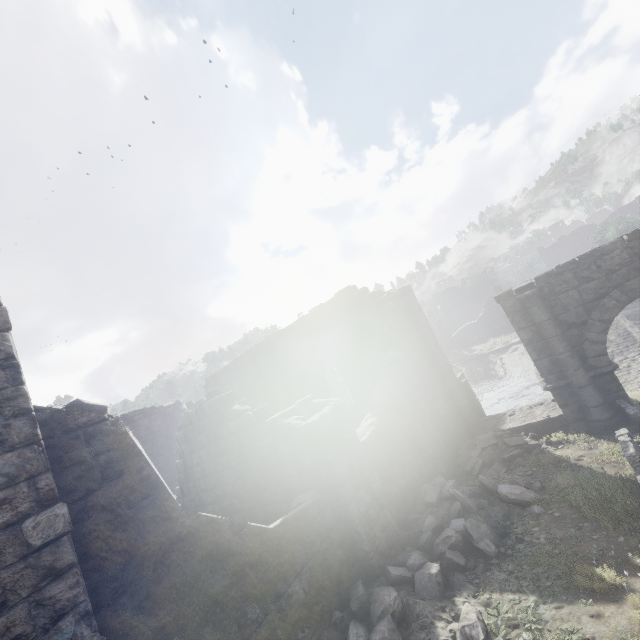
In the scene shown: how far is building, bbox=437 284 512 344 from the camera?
49.11m

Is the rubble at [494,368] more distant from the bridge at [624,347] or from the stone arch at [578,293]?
the bridge at [624,347]

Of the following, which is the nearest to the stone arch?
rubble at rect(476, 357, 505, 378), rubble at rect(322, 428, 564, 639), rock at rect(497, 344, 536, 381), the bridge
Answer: rubble at rect(322, 428, 564, 639)

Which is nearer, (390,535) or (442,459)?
(390,535)

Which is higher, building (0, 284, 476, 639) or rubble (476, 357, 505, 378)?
building (0, 284, 476, 639)

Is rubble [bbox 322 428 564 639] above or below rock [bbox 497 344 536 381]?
above

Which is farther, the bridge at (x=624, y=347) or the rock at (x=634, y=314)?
the rock at (x=634, y=314)

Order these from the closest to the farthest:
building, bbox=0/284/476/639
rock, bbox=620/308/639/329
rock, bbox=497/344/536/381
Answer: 1. building, bbox=0/284/476/639
2. rock, bbox=620/308/639/329
3. rock, bbox=497/344/536/381
